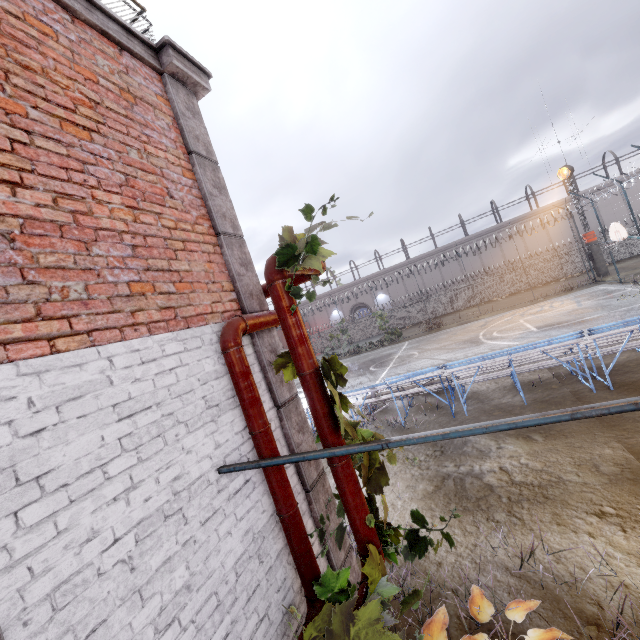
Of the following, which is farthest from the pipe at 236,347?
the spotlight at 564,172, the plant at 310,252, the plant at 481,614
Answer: the spotlight at 564,172

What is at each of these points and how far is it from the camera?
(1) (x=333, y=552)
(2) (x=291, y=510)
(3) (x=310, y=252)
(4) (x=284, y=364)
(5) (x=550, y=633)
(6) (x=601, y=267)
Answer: (1) trim, 3.7 meters
(2) pipe, 2.9 meters
(3) plant, 2.5 meters
(4) plant, 2.9 meters
(5) plant, 3.2 meters
(6) column, 25.2 meters

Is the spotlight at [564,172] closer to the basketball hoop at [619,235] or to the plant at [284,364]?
the basketball hoop at [619,235]

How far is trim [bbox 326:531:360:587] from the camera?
3.63m

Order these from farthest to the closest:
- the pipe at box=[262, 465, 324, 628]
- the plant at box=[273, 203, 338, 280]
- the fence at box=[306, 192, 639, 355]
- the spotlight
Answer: the fence at box=[306, 192, 639, 355], the spotlight, the pipe at box=[262, 465, 324, 628], the plant at box=[273, 203, 338, 280]

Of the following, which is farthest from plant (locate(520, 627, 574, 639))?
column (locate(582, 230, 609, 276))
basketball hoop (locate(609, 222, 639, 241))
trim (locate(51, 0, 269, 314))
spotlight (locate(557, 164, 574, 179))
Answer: spotlight (locate(557, 164, 574, 179))

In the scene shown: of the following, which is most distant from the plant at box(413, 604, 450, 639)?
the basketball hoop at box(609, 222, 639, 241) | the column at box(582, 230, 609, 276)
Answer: the column at box(582, 230, 609, 276)
